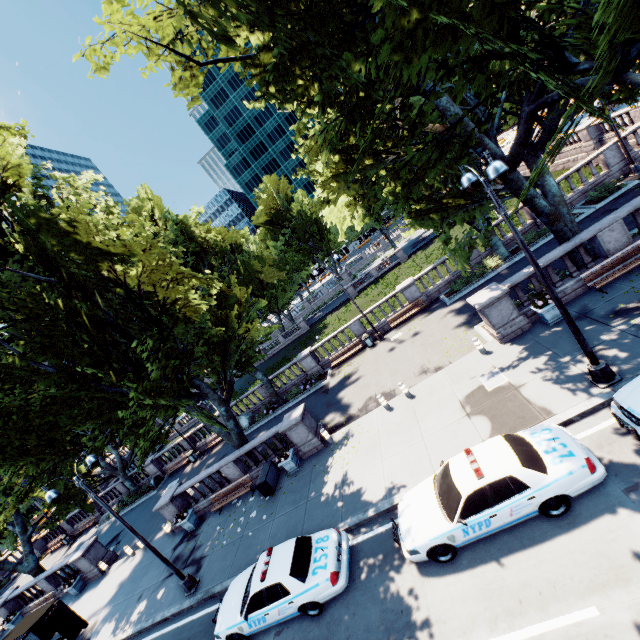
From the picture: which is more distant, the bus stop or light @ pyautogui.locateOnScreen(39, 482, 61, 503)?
the bus stop

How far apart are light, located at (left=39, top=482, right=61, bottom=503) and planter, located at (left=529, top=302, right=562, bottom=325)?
18.3 meters

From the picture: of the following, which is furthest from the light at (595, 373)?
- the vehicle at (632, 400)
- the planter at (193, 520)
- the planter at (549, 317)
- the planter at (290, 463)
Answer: the planter at (193, 520)

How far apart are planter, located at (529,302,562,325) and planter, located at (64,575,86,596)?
31.8m

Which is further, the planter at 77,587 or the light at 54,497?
the planter at 77,587

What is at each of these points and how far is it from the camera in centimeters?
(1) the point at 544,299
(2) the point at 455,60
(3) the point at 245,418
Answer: (1) plant, 1259cm
(2) tree, 579cm
(3) rock, 2709cm

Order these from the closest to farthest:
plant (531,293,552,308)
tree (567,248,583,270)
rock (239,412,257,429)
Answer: plant (531,293,552,308), tree (567,248,583,270), rock (239,412,257,429)

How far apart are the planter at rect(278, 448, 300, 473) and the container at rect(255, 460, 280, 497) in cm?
68
